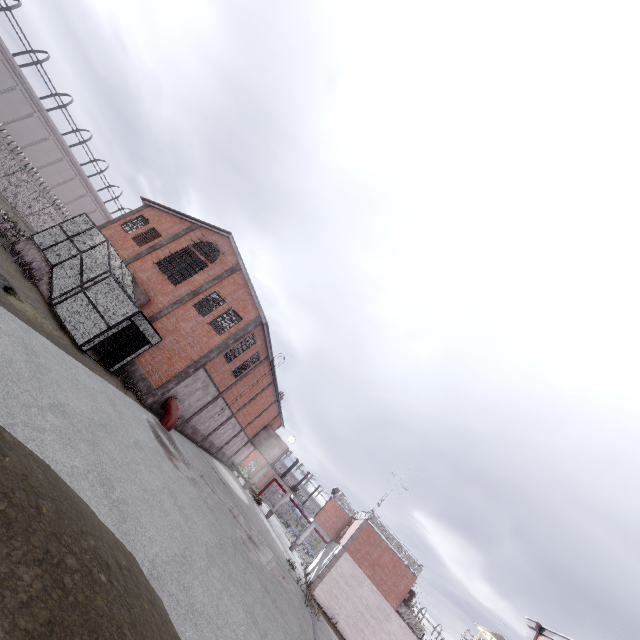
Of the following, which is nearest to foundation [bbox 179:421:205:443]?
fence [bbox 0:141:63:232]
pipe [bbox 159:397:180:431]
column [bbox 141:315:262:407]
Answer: pipe [bbox 159:397:180:431]

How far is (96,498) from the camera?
6.66m

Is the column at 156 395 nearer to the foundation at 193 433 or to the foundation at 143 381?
the foundation at 143 381

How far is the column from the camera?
19.55m

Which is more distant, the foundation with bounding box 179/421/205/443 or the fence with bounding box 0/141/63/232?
the fence with bounding box 0/141/63/232

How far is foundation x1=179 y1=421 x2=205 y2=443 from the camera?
25.3m

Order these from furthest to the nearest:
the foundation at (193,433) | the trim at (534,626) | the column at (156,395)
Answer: the foundation at (193,433) → the column at (156,395) → the trim at (534,626)

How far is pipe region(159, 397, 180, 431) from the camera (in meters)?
19.91
